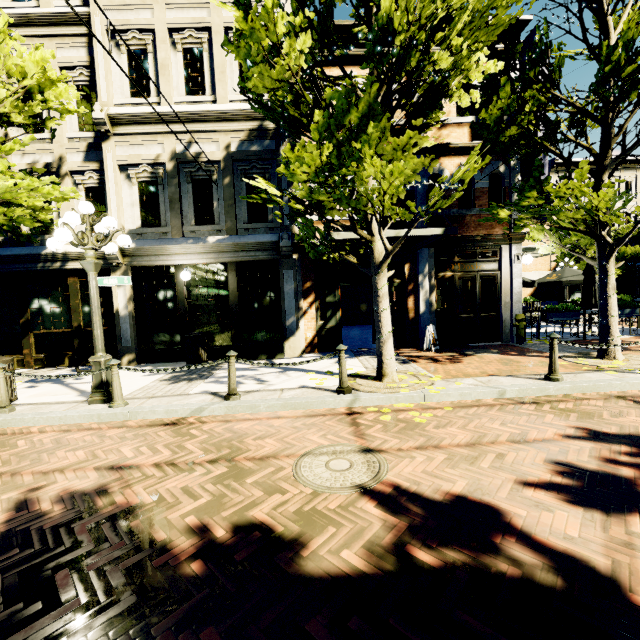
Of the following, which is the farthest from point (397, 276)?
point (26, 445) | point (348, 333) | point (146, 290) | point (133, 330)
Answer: point (26, 445)

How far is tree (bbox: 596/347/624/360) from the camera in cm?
718

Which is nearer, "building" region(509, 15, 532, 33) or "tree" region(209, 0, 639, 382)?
"tree" region(209, 0, 639, 382)

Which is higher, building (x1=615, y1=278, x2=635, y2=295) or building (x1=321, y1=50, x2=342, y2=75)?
building (x1=321, y1=50, x2=342, y2=75)

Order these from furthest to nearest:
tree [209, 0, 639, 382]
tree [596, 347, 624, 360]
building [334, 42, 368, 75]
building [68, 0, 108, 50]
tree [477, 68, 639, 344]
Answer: building [334, 42, 368, 75] < building [68, 0, 108, 50] < tree [596, 347, 624, 360] < tree [477, 68, 639, 344] < tree [209, 0, 639, 382]

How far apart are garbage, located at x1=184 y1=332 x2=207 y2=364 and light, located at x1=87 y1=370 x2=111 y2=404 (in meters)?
2.94

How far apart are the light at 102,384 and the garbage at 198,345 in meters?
2.9

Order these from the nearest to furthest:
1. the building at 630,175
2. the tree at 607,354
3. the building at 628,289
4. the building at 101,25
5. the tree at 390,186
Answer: the tree at 390,186 < the tree at 607,354 < the building at 101,25 < the building at 630,175 < the building at 628,289
